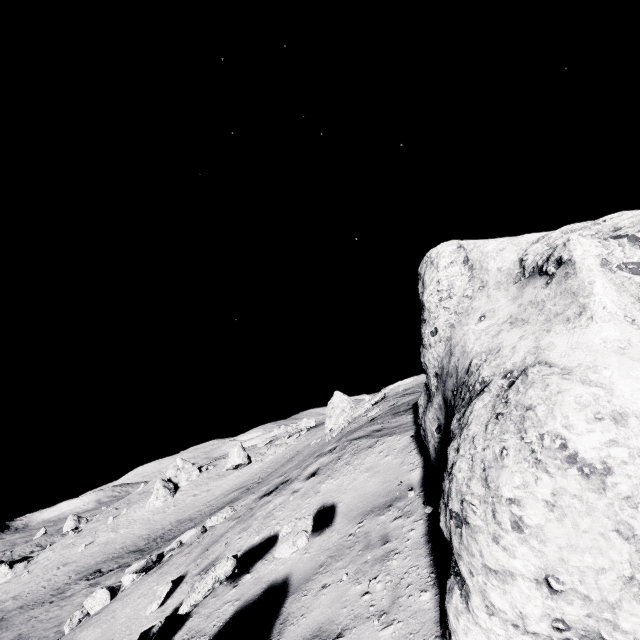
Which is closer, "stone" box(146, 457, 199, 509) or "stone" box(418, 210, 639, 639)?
"stone" box(418, 210, 639, 639)

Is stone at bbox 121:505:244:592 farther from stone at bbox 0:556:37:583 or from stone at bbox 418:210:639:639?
stone at bbox 0:556:37:583

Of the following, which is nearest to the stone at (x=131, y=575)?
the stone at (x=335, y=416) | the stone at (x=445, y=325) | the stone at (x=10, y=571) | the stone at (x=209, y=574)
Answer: the stone at (x=209, y=574)

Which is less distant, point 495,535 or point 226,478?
point 495,535

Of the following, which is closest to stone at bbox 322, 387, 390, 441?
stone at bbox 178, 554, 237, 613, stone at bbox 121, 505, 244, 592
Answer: stone at bbox 121, 505, 244, 592

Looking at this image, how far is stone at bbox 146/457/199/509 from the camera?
34.69m

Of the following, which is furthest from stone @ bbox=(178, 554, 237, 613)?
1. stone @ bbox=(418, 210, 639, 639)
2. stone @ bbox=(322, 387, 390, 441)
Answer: stone @ bbox=(322, 387, 390, 441)

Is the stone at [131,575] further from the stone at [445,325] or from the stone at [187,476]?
the stone at [187,476]
